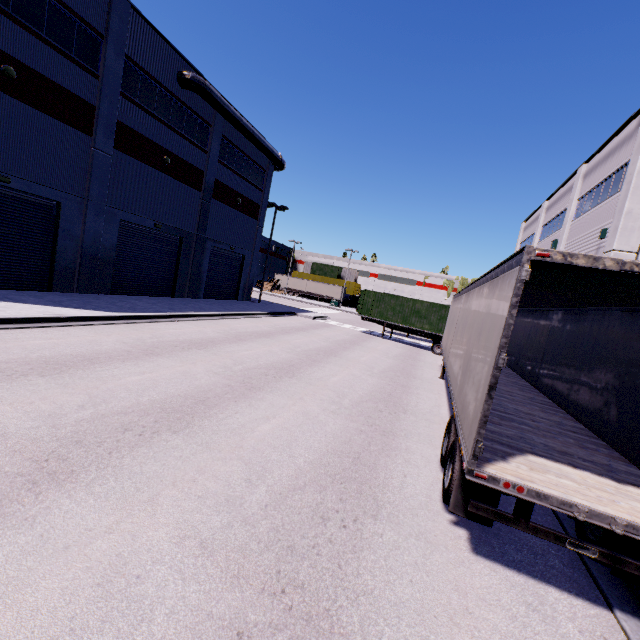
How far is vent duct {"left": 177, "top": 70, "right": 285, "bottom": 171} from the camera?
19.8 meters

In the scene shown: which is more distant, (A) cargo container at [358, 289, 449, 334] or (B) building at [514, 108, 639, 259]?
(A) cargo container at [358, 289, 449, 334]

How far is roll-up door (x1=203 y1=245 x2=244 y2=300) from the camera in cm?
2695

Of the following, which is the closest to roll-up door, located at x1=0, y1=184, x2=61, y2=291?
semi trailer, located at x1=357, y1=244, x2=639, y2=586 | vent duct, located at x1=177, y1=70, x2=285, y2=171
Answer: semi trailer, located at x1=357, y1=244, x2=639, y2=586

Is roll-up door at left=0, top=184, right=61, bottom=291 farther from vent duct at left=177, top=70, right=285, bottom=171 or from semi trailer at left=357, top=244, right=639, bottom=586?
vent duct at left=177, top=70, right=285, bottom=171

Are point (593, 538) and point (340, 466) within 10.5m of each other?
yes

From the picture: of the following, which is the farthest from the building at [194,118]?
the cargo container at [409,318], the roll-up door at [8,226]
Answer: the cargo container at [409,318]

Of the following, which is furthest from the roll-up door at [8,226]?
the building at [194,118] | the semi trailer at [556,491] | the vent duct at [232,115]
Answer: the vent duct at [232,115]
